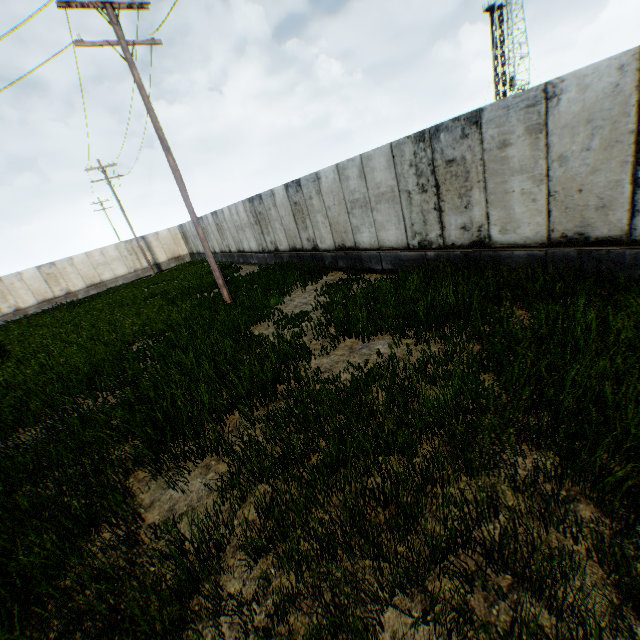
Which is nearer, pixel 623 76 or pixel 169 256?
pixel 623 76
